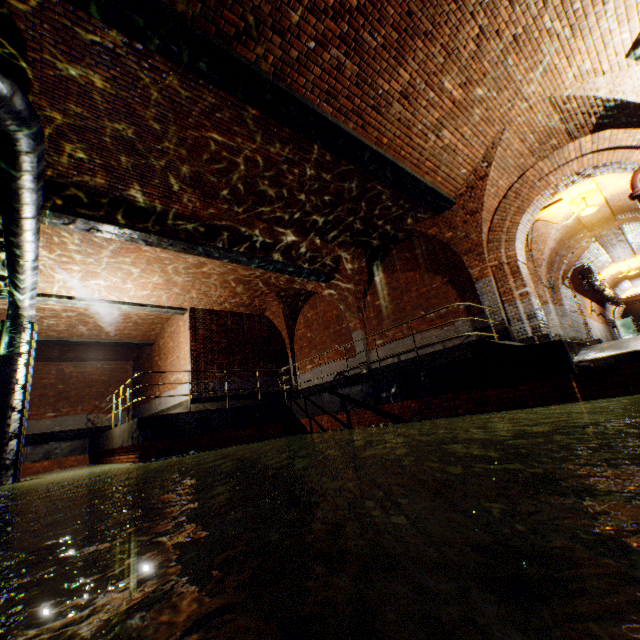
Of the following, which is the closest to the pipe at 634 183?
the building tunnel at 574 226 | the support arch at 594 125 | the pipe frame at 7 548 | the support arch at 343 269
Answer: the support arch at 594 125

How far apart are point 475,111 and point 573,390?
5.83m

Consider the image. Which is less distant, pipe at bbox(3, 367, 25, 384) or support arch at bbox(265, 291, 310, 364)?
pipe at bbox(3, 367, 25, 384)

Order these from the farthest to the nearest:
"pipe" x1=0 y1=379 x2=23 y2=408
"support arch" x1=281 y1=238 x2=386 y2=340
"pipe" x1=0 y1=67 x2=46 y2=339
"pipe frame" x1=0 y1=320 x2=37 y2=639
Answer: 1. "support arch" x1=281 y1=238 x2=386 y2=340
2. "pipe" x1=0 y1=379 x2=23 y2=408
3. "pipe frame" x1=0 y1=320 x2=37 y2=639
4. "pipe" x1=0 y1=67 x2=46 y2=339

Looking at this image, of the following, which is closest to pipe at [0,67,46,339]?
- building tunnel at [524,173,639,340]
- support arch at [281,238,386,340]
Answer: support arch at [281,238,386,340]

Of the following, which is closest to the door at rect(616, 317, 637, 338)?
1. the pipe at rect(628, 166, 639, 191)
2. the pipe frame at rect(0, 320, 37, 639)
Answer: the pipe at rect(628, 166, 639, 191)

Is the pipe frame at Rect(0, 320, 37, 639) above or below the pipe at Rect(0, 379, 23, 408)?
below

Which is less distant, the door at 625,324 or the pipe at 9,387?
the pipe at 9,387
